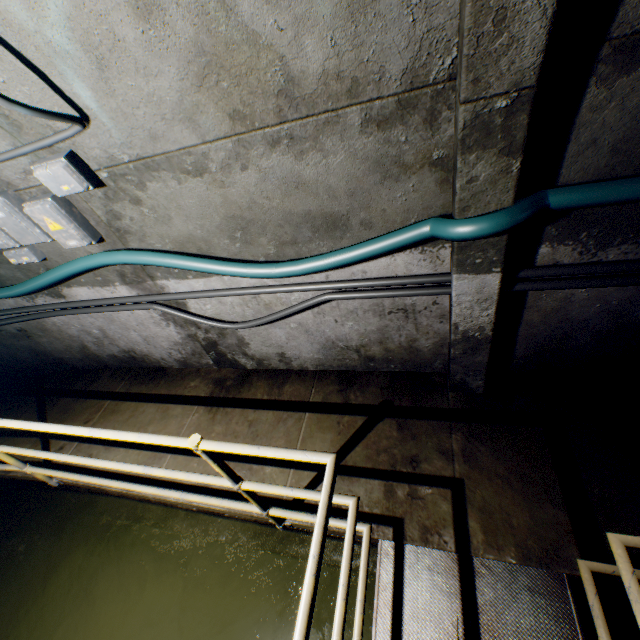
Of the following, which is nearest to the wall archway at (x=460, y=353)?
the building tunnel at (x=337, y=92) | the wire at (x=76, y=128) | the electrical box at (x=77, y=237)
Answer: the building tunnel at (x=337, y=92)

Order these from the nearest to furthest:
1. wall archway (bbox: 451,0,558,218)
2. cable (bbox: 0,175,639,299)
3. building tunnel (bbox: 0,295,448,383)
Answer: wall archway (bbox: 451,0,558,218) → cable (bbox: 0,175,639,299) → building tunnel (bbox: 0,295,448,383)

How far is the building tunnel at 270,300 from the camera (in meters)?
2.61

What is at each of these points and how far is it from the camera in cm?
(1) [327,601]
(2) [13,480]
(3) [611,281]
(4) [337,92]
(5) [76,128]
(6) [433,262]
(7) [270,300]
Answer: (1) building tunnel, 274
(2) walkway, 418
(3) wire, 187
(4) building tunnel, 151
(5) wire, 180
(6) building tunnel, 217
(7) building tunnel, 276

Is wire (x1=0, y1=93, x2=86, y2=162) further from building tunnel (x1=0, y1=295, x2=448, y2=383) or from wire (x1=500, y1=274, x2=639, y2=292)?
wire (x1=500, y1=274, x2=639, y2=292)

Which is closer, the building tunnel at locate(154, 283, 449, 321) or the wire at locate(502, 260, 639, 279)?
the wire at locate(502, 260, 639, 279)

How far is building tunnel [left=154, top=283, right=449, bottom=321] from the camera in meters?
2.6

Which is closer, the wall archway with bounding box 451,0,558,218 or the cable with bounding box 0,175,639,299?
the wall archway with bounding box 451,0,558,218
